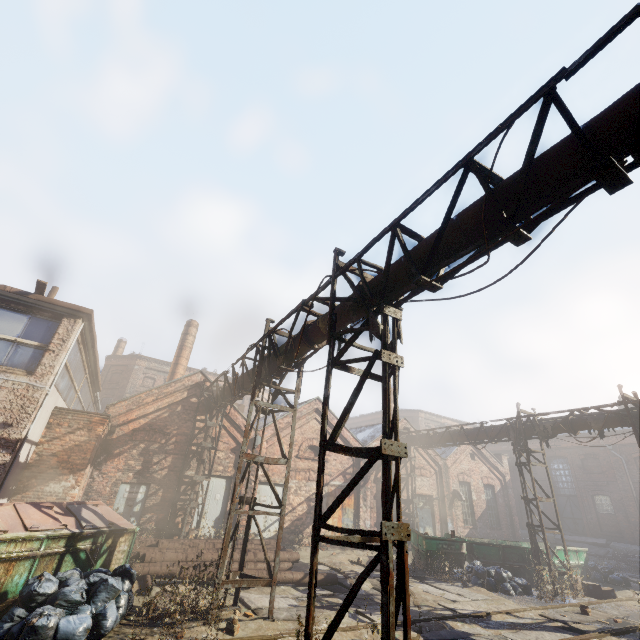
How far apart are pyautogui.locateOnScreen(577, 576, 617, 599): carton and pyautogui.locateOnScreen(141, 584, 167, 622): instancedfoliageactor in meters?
15.0

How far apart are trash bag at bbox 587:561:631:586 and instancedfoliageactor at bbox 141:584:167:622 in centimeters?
1882cm

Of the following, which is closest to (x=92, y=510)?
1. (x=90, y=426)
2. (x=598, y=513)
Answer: (x=90, y=426)

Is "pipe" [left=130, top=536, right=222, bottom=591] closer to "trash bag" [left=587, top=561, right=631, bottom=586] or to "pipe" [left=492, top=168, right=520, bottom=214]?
"pipe" [left=492, top=168, right=520, bottom=214]

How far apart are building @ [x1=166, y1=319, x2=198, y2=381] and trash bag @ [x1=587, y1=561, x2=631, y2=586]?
23.94m

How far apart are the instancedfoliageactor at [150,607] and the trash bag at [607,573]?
18.8m

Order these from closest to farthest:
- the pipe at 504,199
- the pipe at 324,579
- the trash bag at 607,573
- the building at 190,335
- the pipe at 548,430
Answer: the pipe at 504,199 → the pipe at 324,579 → the pipe at 548,430 → the trash bag at 607,573 → the building at 190,335

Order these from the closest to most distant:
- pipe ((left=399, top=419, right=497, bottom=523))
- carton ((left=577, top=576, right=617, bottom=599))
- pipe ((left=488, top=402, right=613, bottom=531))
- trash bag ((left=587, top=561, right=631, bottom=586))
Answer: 1. carton ((left=577, top=576, right=617, bottom=599))
2. pipe ((left=488, top=402, right=613, bottom=531))
3. trash bag ((left=587, top=561, right=631, bottom=586))
4. pipe ((left=399, top=419, right=497, bottom=523))
